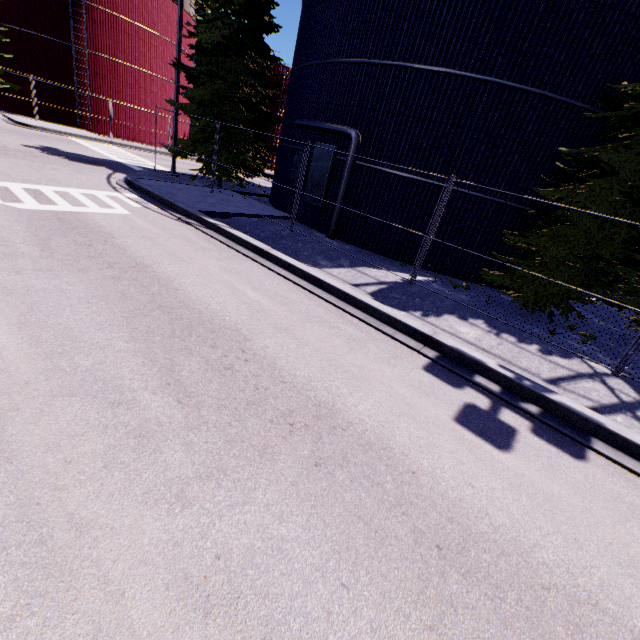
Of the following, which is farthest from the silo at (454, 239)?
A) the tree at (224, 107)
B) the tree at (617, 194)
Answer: the tree at (224, 107)

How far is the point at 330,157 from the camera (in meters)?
12.43

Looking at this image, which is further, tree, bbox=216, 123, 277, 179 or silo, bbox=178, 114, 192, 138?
silo, bbox=178, 114, 192, 138

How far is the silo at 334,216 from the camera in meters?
12.1

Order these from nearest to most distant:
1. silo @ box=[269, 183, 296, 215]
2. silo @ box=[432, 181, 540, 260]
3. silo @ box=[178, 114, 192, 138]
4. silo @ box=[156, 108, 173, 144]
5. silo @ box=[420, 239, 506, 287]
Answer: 1. silo @ box=[432, 181, 540, 260]
2. silo @ box=[420, 239, 506, 287]
3. silo @ box=[269, 183, 296, 215]
4. silo @ box=[156, 108, 173, 144]
5. silo @ box=[178, 114, 192, 138]

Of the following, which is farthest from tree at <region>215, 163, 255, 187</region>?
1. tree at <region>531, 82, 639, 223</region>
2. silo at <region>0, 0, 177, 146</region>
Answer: tree at <region>531, 82, 639, 223</region>

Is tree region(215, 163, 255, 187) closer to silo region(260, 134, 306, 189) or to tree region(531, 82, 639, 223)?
silo region(260, 134, 306, 189)
